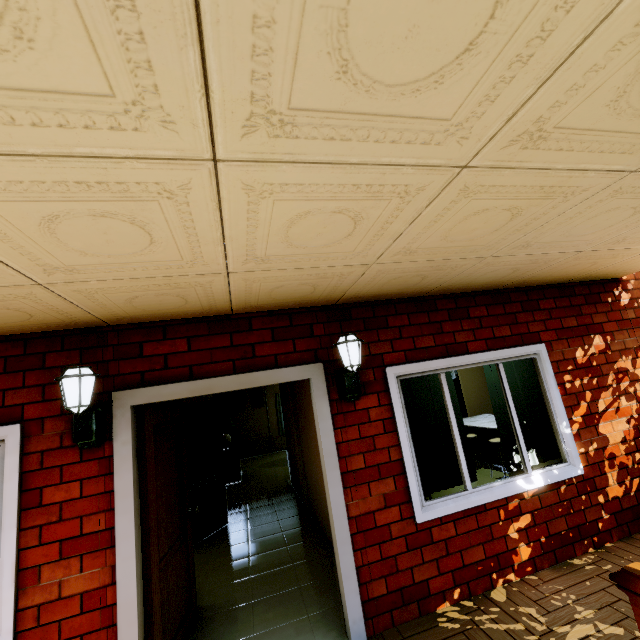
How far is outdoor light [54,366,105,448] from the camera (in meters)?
2.28

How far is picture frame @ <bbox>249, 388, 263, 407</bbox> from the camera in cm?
1222

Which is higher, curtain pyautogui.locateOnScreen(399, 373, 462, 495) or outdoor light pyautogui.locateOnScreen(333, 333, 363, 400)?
outdoor light pyautogui.locateOnScreen(333, 333, 363, 400)

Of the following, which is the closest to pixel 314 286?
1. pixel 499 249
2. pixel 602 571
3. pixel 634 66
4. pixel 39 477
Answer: pixel 499 249

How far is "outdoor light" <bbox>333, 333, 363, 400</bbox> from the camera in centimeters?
283cm

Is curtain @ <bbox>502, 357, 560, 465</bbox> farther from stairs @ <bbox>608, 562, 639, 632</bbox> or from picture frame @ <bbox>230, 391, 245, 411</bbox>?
picture frame @ <bbox>230, 391, 245, 411</bbox>

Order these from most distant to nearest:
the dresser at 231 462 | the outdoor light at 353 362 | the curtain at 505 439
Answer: the dresser at 231 462 → the curtain at 505 439 → the outdoor light at 353 362

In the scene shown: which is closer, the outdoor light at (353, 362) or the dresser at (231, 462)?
the outdoor light at (353, 362)
